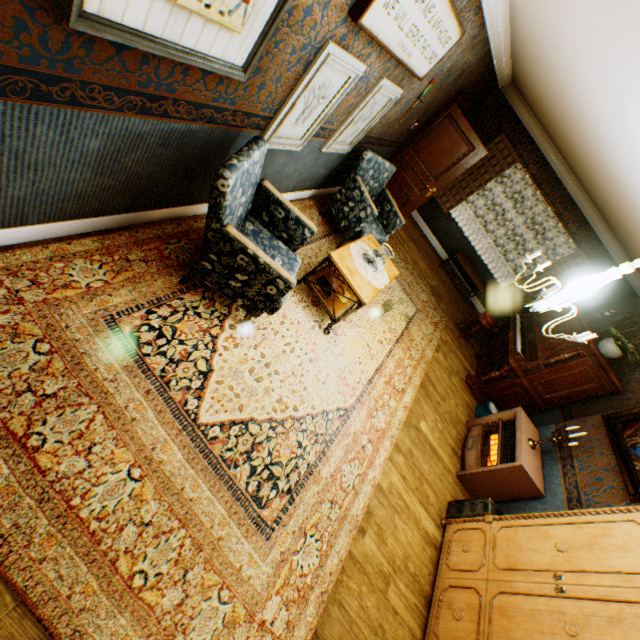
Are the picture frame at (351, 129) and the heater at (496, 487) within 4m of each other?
no

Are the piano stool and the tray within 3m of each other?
no

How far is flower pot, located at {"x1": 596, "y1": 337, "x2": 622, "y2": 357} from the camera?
5.16m

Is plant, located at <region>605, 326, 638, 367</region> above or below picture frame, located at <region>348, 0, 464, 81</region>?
above

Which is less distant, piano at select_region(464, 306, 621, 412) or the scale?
piano at select_region(464, 306, 621, 412)

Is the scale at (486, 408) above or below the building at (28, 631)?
above

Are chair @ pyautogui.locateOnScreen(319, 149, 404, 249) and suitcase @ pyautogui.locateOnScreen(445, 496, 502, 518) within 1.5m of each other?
no

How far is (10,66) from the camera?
1.3 meters
